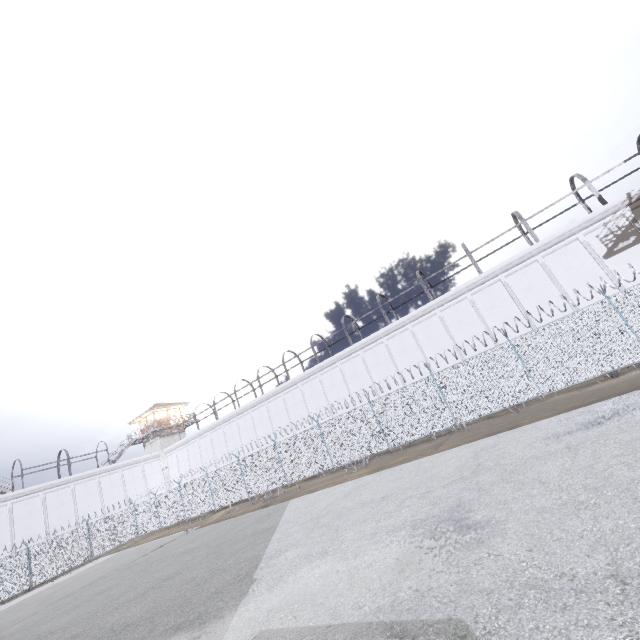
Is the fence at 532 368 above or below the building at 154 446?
below

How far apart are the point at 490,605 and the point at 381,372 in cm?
2438

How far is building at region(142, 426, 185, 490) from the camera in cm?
4235

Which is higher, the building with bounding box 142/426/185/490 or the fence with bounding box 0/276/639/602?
the building with bounding box 142/426/185/490

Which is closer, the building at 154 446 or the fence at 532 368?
the fence at 532 368

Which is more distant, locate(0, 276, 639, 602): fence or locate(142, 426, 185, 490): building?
locate(142, 426, 185, 490): building
